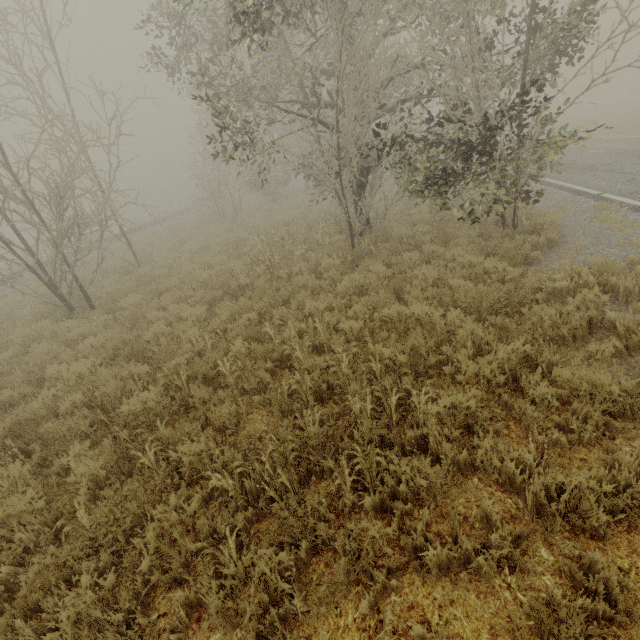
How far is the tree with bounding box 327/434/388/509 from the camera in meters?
3.1 m

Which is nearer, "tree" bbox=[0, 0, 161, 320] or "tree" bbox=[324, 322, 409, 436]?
"tree" bbox=[324, 322, 409, 436]

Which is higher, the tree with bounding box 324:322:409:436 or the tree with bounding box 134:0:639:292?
the tree with bounding box 134:0:639:292

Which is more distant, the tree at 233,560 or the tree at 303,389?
the tree at 303,389

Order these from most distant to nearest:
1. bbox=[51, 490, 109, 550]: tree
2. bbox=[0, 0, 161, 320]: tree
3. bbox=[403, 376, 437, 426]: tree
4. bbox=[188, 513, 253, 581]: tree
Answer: bbox=[0, 0, 161, 320]: tree, bbox=[403, 376, 437, 426]: tree, bbox=[51, 490, 109, 550]: tree, bbox=[188, 513, 253, 581]: tree

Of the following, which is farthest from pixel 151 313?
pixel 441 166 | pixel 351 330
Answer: pixel 441 166
